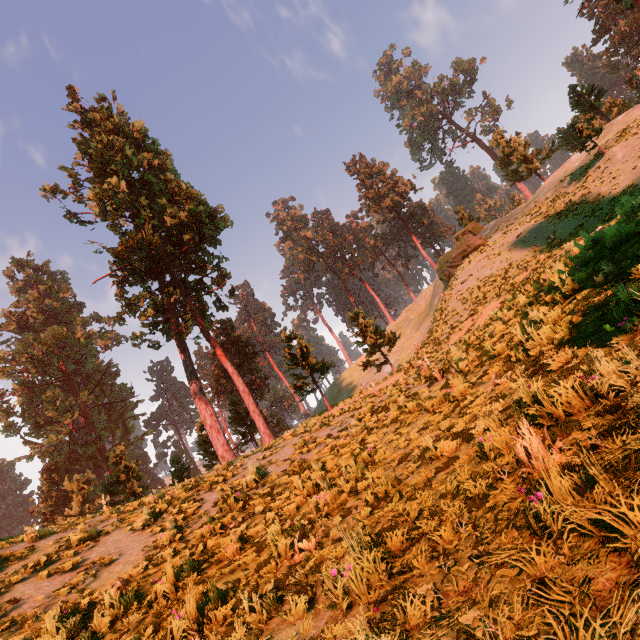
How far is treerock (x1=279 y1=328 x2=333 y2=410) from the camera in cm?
2075

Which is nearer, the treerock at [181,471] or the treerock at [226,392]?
the treerock at [181,471]

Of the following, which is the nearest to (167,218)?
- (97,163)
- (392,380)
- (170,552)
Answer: (97,163)

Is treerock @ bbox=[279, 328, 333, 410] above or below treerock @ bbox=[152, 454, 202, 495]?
above
